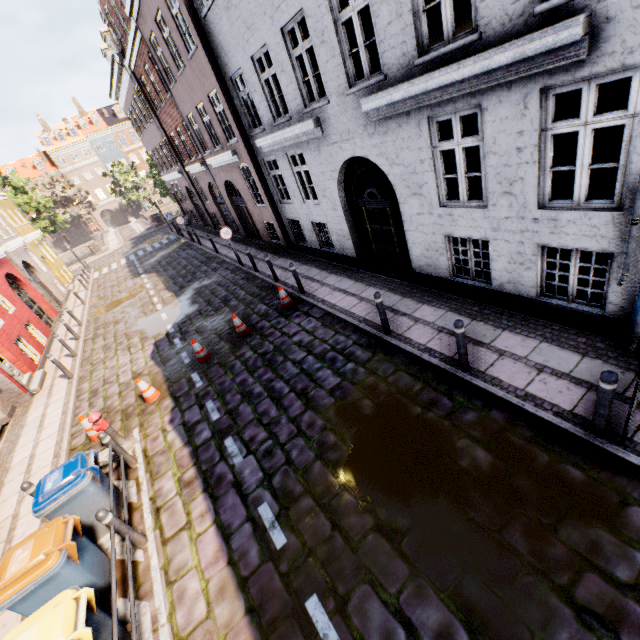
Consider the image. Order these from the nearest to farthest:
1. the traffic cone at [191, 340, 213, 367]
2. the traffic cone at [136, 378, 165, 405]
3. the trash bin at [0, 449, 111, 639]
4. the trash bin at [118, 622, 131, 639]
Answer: the trash bin at [0, 449, 111, 639]
the trash bin at [118, 622, 131, 639]
the traffic cone at [136, 378, 165, 405]
the traffic cone at [191, 340, 213, 367]

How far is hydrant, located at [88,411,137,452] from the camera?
6.82m

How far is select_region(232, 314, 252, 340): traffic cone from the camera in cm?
957

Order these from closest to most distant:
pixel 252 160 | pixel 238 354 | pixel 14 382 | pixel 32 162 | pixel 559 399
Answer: pixel 559 399, pixel 238 354, pixel 14 382, pixel 252 160, pixel 32 162

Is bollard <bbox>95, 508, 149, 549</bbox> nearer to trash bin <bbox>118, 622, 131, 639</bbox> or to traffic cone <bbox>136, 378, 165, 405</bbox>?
trash bin <bbox>118, 622, 131, 639</bbox>

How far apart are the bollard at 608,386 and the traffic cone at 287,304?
7.6m

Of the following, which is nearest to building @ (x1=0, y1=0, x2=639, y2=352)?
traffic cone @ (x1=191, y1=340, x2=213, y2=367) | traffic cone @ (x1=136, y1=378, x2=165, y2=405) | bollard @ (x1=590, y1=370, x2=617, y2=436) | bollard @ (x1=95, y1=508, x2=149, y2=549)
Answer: bollard @ (x1=590, y1=370, x2=617, y2=436)

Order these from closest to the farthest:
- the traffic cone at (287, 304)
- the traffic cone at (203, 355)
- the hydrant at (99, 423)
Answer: the hydrant at (99, 423) < the traffic cone at (203, 355) < the traffic cone at (287, 304)
